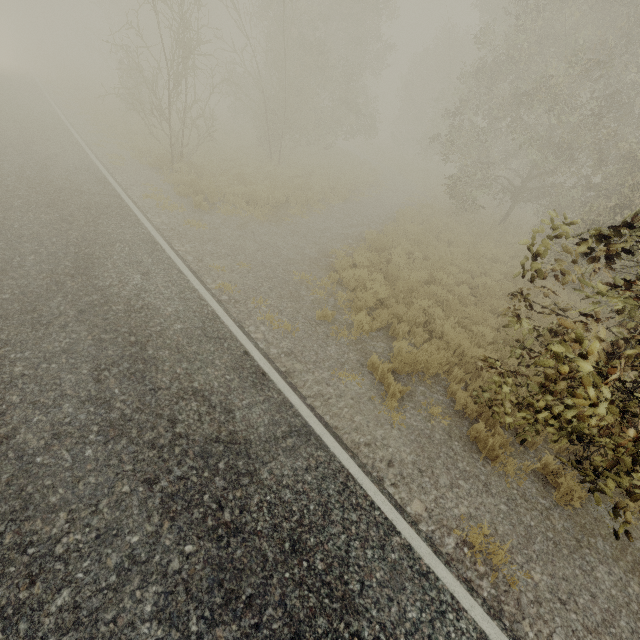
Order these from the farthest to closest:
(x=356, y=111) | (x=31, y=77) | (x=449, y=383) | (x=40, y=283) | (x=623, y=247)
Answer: (x=31, y=77)
(x=356, y=111)
(x=449, y=383)
(x=40, y=283)
(x=623, y=247)
